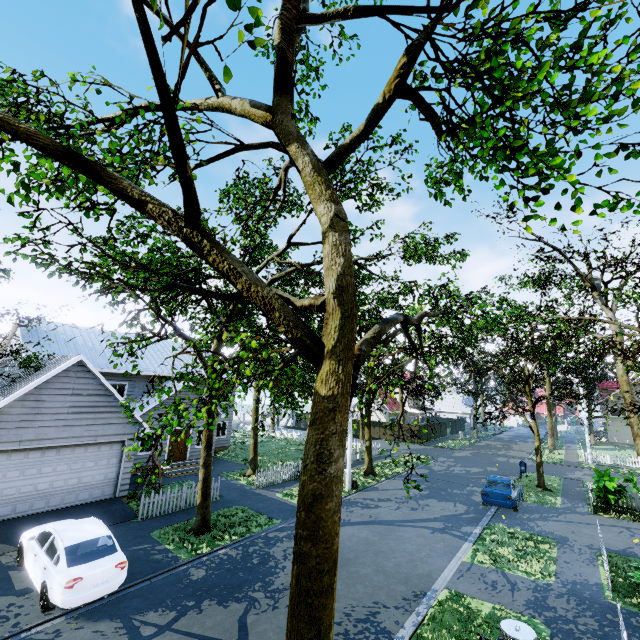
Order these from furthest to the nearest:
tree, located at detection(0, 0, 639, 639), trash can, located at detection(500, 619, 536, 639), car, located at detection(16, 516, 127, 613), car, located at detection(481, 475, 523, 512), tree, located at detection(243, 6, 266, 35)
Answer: car, located at detection(481, 475, 523, 512) → car, located at detection(16, 516, 127, 613) → trash can, located at detection(500, 619, 536, 639) → tree, located at detection(0, 0, 639, 639) → tree, located at detection(243, 6, 266, 35)

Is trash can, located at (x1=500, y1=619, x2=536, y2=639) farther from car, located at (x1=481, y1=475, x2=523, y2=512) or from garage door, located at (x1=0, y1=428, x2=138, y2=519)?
garage door, located at (x1=0, y1=428, x2=138, y2=519)

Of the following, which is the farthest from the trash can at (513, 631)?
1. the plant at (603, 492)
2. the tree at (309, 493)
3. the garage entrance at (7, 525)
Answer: the plant at (603, 492)

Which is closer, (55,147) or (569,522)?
(55,147)

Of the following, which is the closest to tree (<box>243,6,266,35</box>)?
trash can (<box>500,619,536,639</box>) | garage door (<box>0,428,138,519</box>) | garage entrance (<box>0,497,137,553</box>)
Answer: garage door (<box>0,428,138,519</box>)

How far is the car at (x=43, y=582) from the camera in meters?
8.1

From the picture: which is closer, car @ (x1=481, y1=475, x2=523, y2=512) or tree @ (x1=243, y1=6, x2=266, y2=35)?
tree @ (x1=243, y1=6, x2=266, y2=35)

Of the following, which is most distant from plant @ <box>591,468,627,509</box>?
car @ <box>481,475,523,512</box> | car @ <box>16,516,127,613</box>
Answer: car @ <box>16,516,127,613</box>
